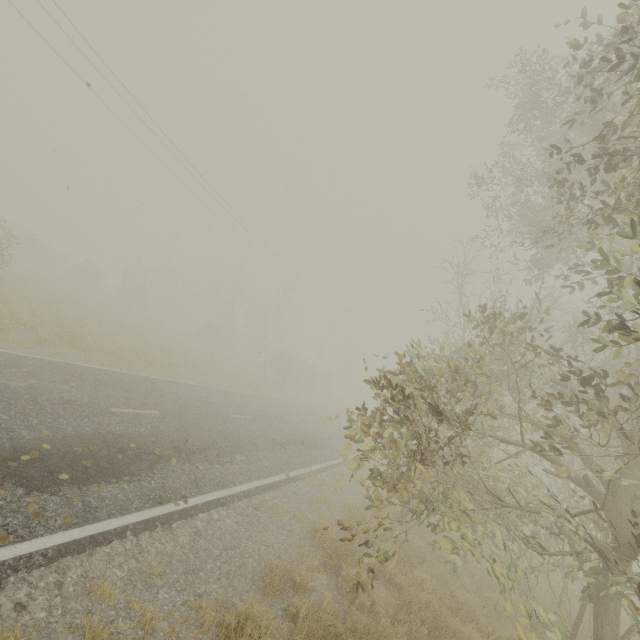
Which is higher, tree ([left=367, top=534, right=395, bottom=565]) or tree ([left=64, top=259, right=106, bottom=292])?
tree ([left=367, top=534, right=395, bottom=565])

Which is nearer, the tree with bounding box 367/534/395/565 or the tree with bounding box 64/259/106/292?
the tree with bounding box 367/534/395/565

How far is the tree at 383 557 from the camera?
4.3 meters

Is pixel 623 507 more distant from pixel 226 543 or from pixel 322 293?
pixel 322 293

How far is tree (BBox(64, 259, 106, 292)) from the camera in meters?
31.2

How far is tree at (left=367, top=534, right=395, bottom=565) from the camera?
→ 4.3m

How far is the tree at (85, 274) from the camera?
31.16m
